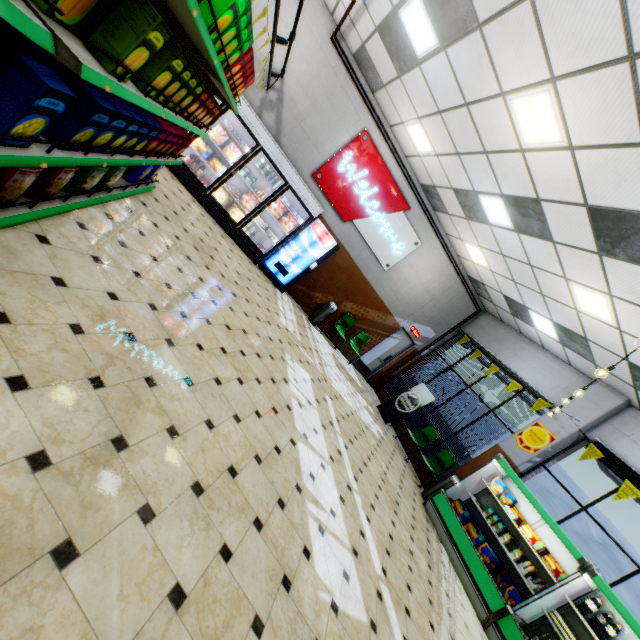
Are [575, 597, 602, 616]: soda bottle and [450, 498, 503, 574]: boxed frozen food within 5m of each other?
yes

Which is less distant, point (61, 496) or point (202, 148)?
point (61, 496)

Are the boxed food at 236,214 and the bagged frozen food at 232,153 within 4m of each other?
yes

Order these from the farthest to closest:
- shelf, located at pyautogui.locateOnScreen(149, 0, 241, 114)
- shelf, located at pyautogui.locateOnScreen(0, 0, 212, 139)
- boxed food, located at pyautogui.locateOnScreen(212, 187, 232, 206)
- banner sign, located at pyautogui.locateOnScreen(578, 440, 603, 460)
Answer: boxed food, located at pyautogui.locateOnScreen(212, 187, 232, 206) < banner sign, located at pyautogui.locateOnScreen(578, 440, 603, 460) < shelf, located at pyautogui.locateOnScreen(149, 0, 241, 114) < shelf, located at pyautogui.locateOnScreen(0, 0, 212, 139)

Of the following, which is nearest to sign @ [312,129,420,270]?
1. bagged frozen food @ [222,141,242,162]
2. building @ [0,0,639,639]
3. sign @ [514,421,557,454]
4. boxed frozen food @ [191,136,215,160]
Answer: building @ [0,0,639,639]

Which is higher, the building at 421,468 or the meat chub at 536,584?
the meat chub at 536,584

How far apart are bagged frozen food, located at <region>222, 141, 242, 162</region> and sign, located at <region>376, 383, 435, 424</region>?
8.1 meters

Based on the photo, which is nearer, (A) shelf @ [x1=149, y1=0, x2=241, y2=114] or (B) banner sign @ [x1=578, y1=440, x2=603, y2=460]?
(A) shelf @ [x1=149, y1=0, x2=241, y2=114]
